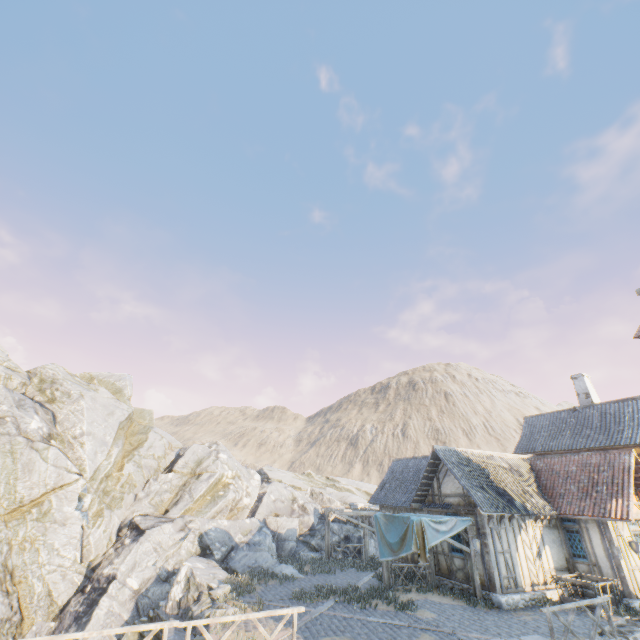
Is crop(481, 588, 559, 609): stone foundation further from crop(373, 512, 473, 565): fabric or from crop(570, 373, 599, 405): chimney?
crop(570, 373, 599, 405): chimney

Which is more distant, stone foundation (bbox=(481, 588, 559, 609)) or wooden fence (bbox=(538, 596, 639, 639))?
stone foundation (bbox=(481, 588, 559, 609))

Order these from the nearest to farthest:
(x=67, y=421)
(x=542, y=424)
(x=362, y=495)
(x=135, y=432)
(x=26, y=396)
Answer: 1. (x=67, y=421)
2. (x=26, y=396)
3. (x=542, y=424)
4. (x=135, y=432)
5. (x=362, y=495)

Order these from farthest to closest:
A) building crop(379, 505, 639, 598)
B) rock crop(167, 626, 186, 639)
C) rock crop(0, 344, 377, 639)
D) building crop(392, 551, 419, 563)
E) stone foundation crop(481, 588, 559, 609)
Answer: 1. building crop(392, 551, 419, 563)
2. rock crop(0, 344, 377, 639)
3. building crop(379, 505, 639, 598)
4. stone foundation crop(481, 588, 559, 609)
5. rock crop(167, 626, 186, 639)

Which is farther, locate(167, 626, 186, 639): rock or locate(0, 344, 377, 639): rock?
locate(0, 344, 377, 639): rock

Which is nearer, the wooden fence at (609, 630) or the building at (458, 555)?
the wooden fence at (609, 630)

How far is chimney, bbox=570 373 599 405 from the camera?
23.0m

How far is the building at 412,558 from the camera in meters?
18.3
